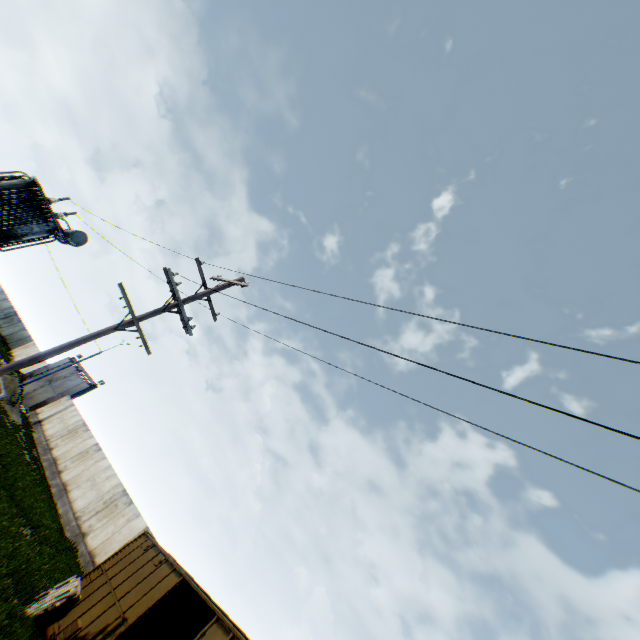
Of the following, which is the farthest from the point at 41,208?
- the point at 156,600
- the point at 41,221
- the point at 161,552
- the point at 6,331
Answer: the point at 6,331

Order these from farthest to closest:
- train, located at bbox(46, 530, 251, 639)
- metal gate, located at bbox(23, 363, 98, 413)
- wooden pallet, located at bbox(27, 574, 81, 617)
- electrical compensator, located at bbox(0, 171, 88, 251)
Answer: metal gate, located at bbox(23, 363, 98, 413), electrical compensator, located at bbox(0, 171, 88, 251), wooden pallet, located at bbox(27, 574, 81, 617), train, located at bbox(46, 530, 251, 639)

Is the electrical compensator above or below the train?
above

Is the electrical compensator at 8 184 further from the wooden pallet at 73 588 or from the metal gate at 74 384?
the metal gate at 74 384

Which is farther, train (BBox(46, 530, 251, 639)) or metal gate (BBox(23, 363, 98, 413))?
metal gate (BBox(23, 363, 98, 413))

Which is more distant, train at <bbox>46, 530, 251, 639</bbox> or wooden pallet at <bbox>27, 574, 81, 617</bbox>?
wooden pallet at <bbox>27, 574, 81, 617</bbox>

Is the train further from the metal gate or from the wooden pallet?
the metal gate

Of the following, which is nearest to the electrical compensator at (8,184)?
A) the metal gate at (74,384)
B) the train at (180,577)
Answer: the train at (180,577)
